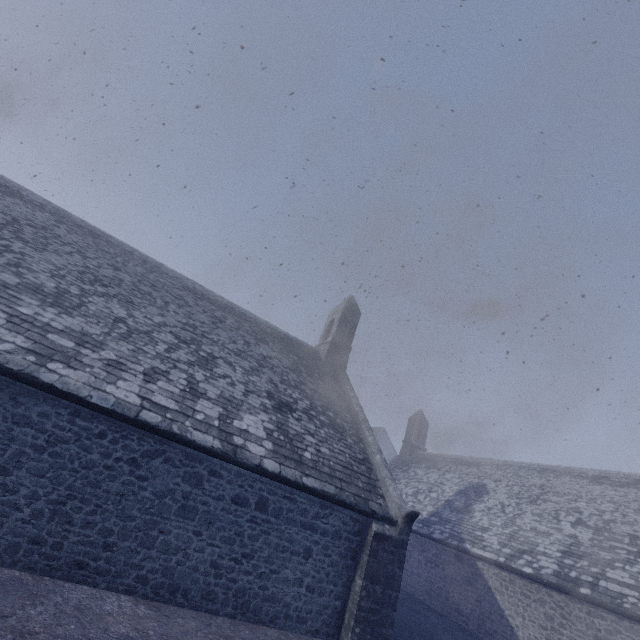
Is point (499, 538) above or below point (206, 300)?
below
